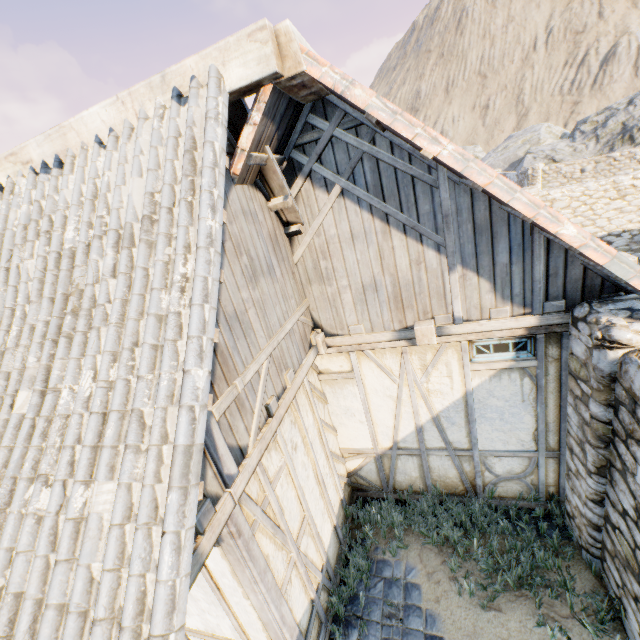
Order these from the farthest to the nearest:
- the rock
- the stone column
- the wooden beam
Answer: the rock
the wooden beam
the stone column

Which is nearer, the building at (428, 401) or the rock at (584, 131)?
the building at (428, 401)

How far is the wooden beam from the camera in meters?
3.7

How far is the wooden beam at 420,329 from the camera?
3.7m

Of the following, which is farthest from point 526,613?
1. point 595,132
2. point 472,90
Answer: point 472,90

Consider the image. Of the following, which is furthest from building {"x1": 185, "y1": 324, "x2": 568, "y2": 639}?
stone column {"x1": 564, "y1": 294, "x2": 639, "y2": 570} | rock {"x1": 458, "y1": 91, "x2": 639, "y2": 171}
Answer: rock {"x1": 458, "y1": 91, "x2": 639, "y2": 171}

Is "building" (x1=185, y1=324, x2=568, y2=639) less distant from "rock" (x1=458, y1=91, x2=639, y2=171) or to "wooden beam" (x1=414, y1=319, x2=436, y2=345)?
"wooden beam" (x1=414, y1=319, x2=436, y2=345)

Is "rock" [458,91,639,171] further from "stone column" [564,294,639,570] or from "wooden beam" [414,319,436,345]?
A: "wooden beam" [414,319,436,345]
